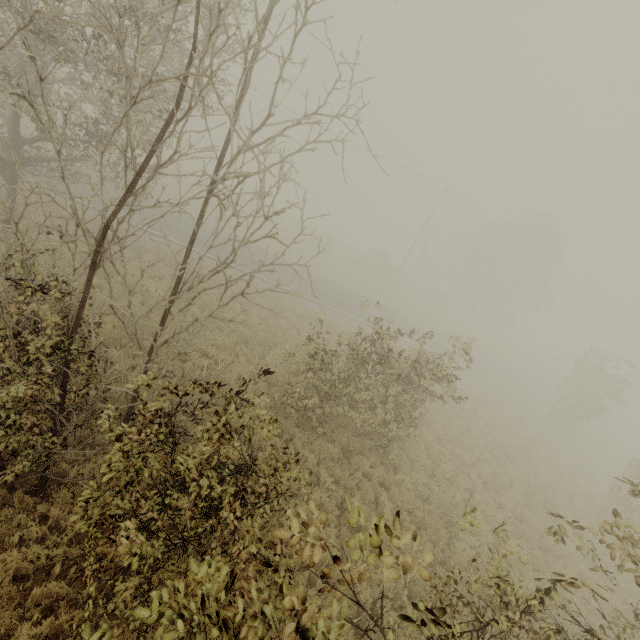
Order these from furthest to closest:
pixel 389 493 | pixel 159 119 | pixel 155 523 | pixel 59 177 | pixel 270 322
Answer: pixel 270 322, pixel 59 177, pixel 389 493, pixel 159 119, pixel 155 523

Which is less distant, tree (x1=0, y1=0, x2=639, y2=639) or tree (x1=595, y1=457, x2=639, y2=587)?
tree (x1=0, y1=0, x2=639, y2=639)

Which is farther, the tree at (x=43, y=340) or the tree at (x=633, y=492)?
the tree at (x=633, y=492)
